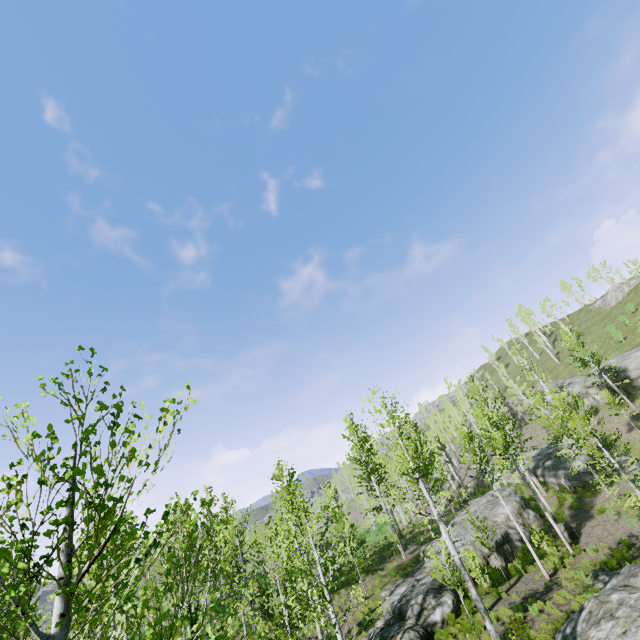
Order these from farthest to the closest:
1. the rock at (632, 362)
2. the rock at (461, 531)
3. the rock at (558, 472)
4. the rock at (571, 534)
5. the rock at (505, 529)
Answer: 1. the rock at (632, 362)
2. the rock at (558, 472)
3. the rock at (571, 534)
4. the rock at (505, 529)
5. the rock at (461, 531)

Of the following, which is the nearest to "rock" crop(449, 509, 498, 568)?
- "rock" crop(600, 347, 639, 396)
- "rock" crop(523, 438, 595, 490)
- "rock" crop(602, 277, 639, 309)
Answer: "rock" crop(523, 438, 595, 490)

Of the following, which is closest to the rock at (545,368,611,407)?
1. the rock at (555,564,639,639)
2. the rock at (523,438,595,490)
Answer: the rock at (523,438,595,490)

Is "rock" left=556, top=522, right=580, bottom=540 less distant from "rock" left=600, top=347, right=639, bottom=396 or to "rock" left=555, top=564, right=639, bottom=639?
"rock" left=555, top=564, right=639, bottom=639

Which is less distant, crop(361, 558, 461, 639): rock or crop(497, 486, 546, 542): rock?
crop(361, 558, 461, 639): rock

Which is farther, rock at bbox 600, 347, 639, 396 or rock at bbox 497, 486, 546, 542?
rock at bbox 600, 347, 639, 396

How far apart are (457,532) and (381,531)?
20.1m

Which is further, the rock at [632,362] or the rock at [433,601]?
the rock at [632,362]
